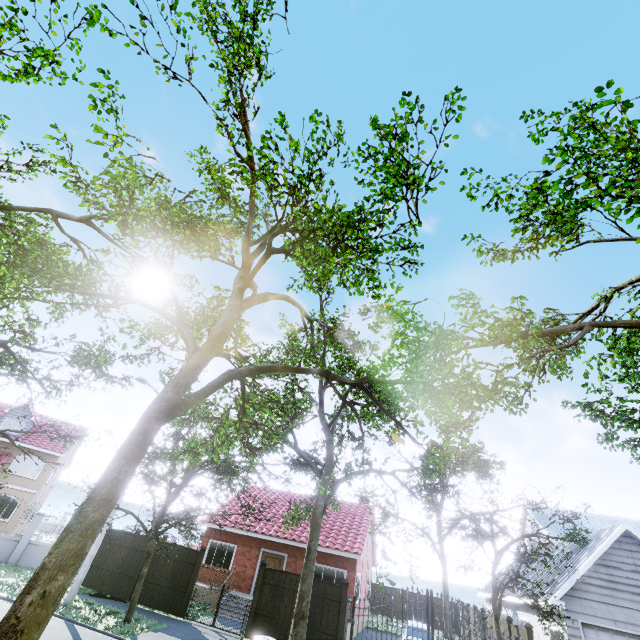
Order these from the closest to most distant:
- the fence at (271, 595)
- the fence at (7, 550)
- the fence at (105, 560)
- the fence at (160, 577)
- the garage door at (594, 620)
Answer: the garage door at (594, 620) → the fence at (271, 595) → the fence at (160, 577) → the fence at (105, 560) → the fence at (7, 550)

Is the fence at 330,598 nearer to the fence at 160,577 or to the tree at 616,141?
the tree at 616,141

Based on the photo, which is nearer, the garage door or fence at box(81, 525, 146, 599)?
the garage door

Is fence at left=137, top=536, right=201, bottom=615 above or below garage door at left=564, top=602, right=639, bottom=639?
below

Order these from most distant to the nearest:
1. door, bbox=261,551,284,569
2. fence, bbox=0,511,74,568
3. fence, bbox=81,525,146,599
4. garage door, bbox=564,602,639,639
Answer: door, bbox=261,551,284,569 → fence, bbox=0,511,74,568 → fence, bbox=81,525,146,599 → garage door, bbox=564,602,639,639

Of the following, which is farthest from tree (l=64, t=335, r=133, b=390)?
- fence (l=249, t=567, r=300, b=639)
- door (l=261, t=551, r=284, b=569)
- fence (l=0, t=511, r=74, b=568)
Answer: door (l=261, t=551, r=284, b=569)

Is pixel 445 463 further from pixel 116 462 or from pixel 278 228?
pixel 116 462

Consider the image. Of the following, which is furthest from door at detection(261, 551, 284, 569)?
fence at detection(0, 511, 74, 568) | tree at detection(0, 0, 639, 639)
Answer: fence at detection(0, 511, 74, 568)
